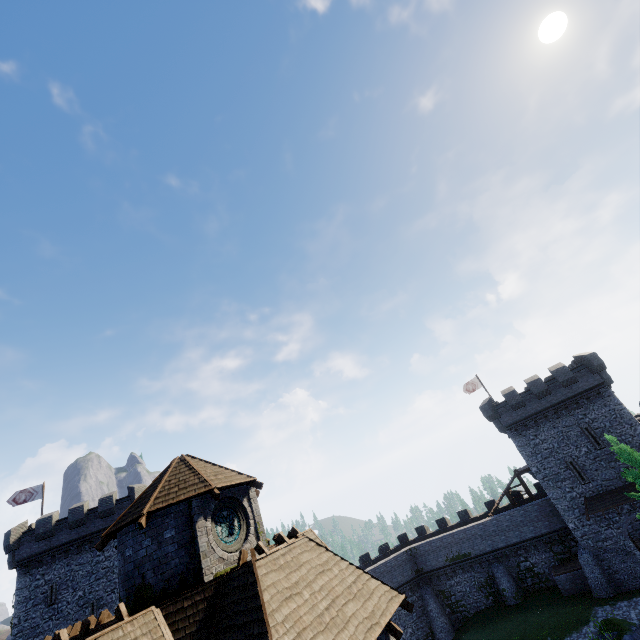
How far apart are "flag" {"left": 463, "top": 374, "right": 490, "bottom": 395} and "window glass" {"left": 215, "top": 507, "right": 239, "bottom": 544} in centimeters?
3561cm

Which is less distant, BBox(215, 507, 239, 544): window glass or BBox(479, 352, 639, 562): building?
BBox(215, 507, 239, 544): window glass

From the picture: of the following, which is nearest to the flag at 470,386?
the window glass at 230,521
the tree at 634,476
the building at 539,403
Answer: the building at 539,403

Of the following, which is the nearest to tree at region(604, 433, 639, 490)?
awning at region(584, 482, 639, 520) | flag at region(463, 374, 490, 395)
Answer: awning at region(584, 482, 639, 520)

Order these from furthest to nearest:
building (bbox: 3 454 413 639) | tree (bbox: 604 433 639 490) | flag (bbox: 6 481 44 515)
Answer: flag (bbox: 6 481 44 515) → tree (bbox: 604 433 639 490) → building (bbox: 3 454 413 639)

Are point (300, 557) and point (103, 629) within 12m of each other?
yes

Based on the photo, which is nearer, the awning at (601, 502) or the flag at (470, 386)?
Answer: the awning at (601, 502)

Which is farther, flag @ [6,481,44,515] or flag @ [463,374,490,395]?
flag @ [463,374,490,395]
